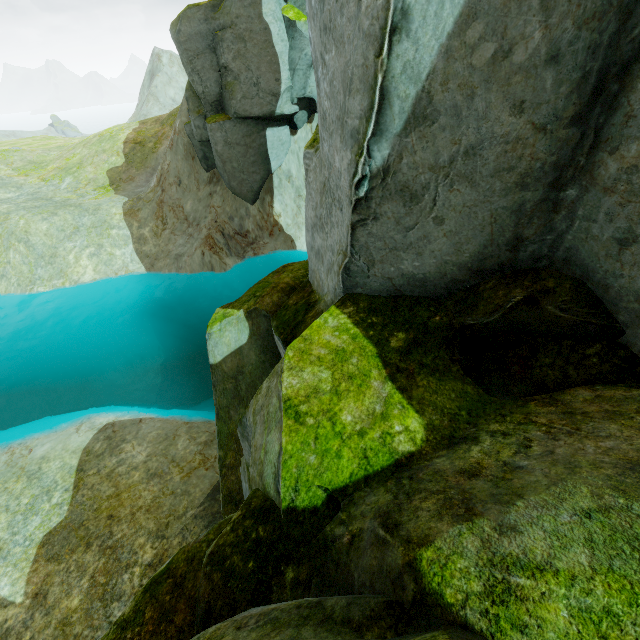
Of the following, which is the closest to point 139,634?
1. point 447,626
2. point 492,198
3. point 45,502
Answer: point 447,626
